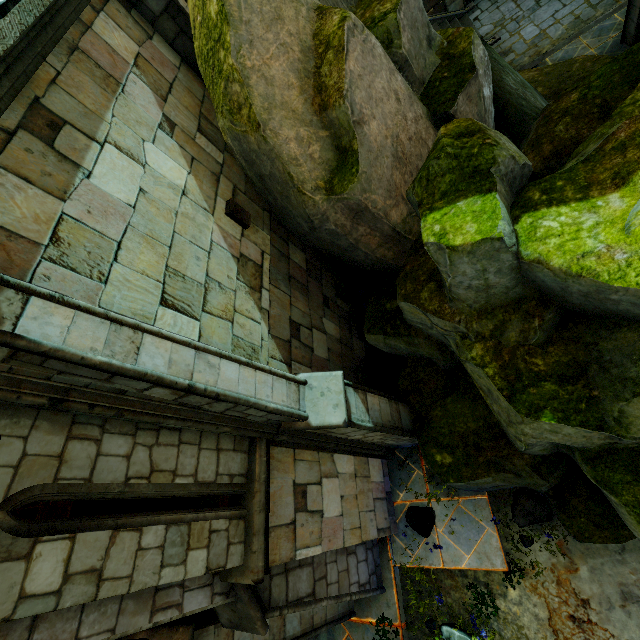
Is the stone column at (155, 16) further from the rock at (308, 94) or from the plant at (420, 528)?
the plant at (420, 528)

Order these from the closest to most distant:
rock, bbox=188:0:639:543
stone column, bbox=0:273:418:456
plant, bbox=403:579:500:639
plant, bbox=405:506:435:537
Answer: stone column, bbox=0:273:418:456 → rock, bbox=188:0:639:543 → plant, bbox=403:579:500:639 → plant, bbox=405:506:435:537

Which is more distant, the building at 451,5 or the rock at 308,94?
the building at 451,5

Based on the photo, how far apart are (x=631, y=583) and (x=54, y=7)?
11.5m

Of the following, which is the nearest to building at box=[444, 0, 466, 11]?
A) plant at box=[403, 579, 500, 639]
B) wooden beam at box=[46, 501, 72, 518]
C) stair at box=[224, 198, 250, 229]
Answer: stair at box=[224, 198, 250, 229]

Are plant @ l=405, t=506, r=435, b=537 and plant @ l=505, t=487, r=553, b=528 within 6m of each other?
yes

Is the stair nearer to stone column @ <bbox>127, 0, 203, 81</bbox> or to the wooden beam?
stone column @ <bbox>127, 0, 203, 81</bbox>

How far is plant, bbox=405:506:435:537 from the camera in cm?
662
